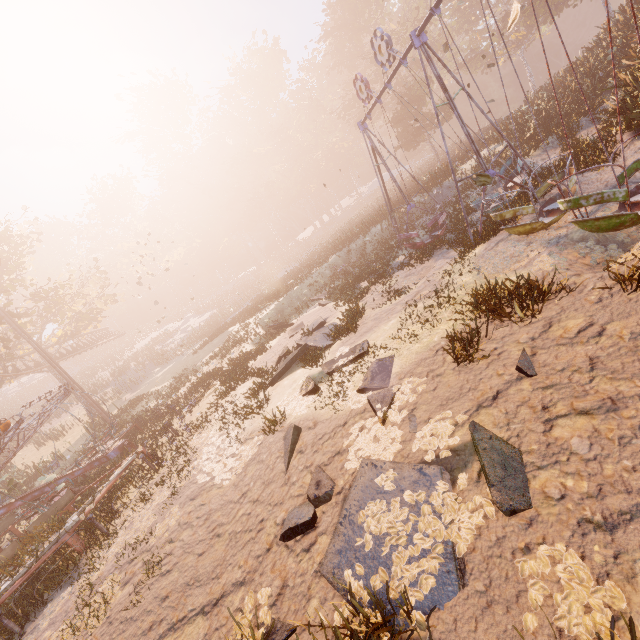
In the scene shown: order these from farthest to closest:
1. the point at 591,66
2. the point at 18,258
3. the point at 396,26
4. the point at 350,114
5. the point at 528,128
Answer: the point at 396,26 → the point at 350,114 → the point at 18,258 → the point at 528,128 → the point at 591,66

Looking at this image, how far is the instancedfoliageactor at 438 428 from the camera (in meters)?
4.47

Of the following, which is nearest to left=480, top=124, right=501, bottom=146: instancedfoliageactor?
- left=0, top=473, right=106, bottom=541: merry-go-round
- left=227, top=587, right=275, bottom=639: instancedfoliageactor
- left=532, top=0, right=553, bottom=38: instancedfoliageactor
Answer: left=532, top=0, right=553, bottom=38: instancedfoliageactor

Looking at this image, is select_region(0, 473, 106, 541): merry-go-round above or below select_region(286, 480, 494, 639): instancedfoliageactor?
above

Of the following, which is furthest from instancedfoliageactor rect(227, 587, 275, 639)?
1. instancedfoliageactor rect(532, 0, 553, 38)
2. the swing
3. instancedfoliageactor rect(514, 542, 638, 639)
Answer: instancedfoliageactor rect(532, 0, 553, 38)

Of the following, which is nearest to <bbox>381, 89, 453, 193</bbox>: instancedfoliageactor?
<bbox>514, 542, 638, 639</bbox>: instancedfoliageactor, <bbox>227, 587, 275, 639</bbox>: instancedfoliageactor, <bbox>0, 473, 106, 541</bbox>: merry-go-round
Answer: <bbox>0, 473, 106, 541</bbox>: merry-go-round

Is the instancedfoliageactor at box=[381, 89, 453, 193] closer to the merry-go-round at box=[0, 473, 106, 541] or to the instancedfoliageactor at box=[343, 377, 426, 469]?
the merry-go-round at box=[0, 473, 106, 541]

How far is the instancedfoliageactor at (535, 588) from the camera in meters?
2.6 m
